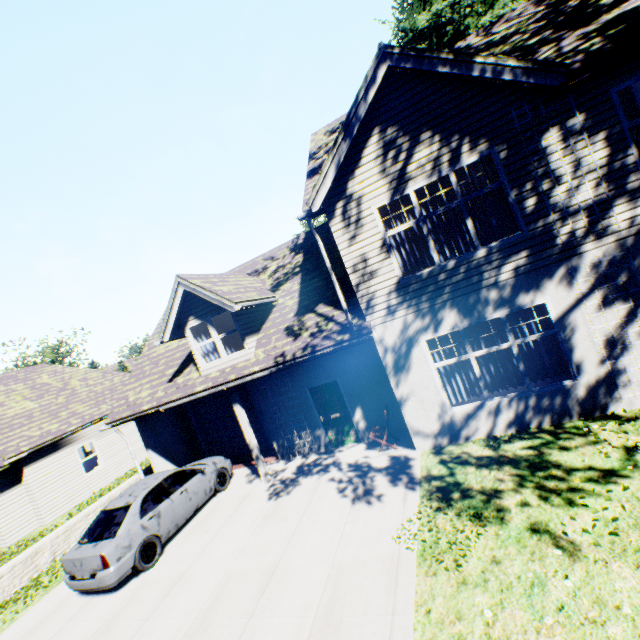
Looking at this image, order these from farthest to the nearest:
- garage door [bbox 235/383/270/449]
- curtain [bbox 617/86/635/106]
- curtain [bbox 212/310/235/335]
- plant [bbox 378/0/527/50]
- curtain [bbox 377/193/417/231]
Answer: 1. plant [bbox 378/0/527/50]
2. garage door [bbox 235/383/270/449]
3. curtain [bbox 212/310/235/335]
4. curtain [bbox 377/193/417/231]
5. curtain [bbox 617/86/635/106]

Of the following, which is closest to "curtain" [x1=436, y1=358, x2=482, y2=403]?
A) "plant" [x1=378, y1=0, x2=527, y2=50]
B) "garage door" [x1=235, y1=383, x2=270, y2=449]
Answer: "garage door" [x1=235, y1=383, x2=270, y2=449]

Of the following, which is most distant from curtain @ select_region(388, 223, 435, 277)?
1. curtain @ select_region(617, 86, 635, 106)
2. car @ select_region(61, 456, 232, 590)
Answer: car @ select_region(61, 456, 232, 590)

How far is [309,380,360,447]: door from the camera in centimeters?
1039cm

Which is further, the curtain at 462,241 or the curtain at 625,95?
the curtain at 462,241

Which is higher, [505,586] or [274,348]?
[274,348]

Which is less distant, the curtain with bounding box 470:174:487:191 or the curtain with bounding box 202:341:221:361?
the curtain with bounding box 470:174:487:191

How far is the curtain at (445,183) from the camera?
7.67m
